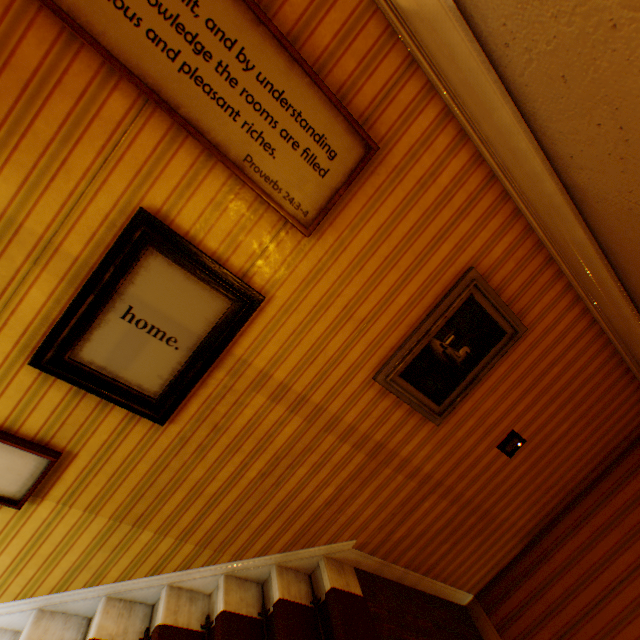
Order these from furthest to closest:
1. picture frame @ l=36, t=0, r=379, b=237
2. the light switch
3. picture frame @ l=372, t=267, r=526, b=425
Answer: the light switch, picture frame @ l=372, t=267, r=526, b=425, picture frame @ l=36, t=0, r=379, b=237

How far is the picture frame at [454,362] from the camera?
2.2 meters

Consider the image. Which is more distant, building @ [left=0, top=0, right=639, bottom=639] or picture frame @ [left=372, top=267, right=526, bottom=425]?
picture frame @ [left=372, top=267, right=526, bottom=425]

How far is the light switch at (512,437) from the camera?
2.8 meters

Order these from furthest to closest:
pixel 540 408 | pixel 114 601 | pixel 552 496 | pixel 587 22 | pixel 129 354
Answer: pixel 552 496
pixel 540 408
pixel 114 601
pixel 129 354
pixel 587 22

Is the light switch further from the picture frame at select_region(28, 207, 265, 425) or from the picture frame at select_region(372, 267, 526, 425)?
the picture frame at select_region(28, 207, 265, 425)

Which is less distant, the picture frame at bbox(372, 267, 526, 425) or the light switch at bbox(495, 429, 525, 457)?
the picture frame at bbox(372, 267, 526, 425)

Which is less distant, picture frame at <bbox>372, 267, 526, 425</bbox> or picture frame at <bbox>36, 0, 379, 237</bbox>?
picture frame at <bbox>36, 0, 379, 237</bbox>
